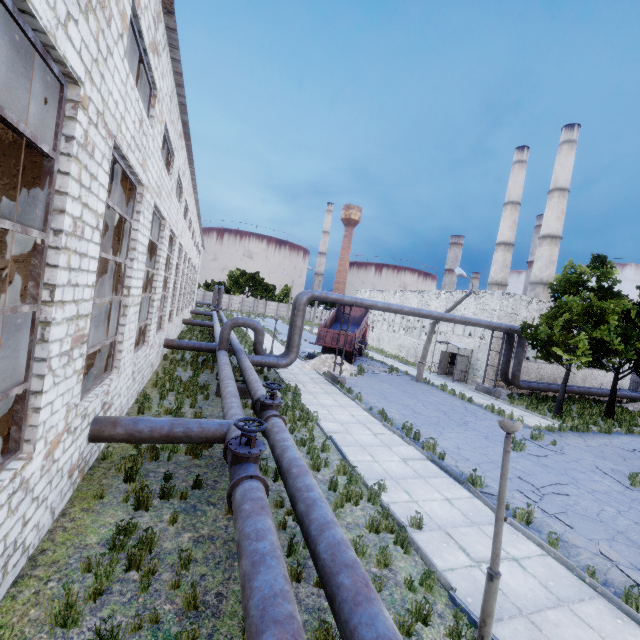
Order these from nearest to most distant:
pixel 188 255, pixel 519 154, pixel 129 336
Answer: pixel 129 336
pixel 188 255
pixel 519 154

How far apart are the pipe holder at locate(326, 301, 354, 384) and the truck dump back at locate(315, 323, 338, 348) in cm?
451

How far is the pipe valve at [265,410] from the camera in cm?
564

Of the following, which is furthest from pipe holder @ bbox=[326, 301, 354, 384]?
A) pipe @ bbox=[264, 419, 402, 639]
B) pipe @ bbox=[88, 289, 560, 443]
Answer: pipe @ bbox=[264, 419, 402, 639]

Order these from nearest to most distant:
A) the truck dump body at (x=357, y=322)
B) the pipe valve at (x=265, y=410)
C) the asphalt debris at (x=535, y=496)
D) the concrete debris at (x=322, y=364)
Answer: the pipe valve at (x=265, y=410) → the asphalt debris at (x=535, y=496) → the concrete debris at (x=322, y=364) → the truck dump body at (x=357, y=322)

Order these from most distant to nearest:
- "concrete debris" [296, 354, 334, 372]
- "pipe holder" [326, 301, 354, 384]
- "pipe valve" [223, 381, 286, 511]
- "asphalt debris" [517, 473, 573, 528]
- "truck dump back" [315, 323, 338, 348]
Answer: "truck dump back" [315, 323, 338, 348], "concrete debris" [296, 354, 334, 372], "pipe holder" [326, 301, 354, 384], "asphalt debris" [517, 473, 573, 528], "pipe valve" [223, 381, 286, 511]

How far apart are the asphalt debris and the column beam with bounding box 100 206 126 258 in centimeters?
1239cm

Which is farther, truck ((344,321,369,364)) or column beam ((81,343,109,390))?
truck ((344,321,369,364))
